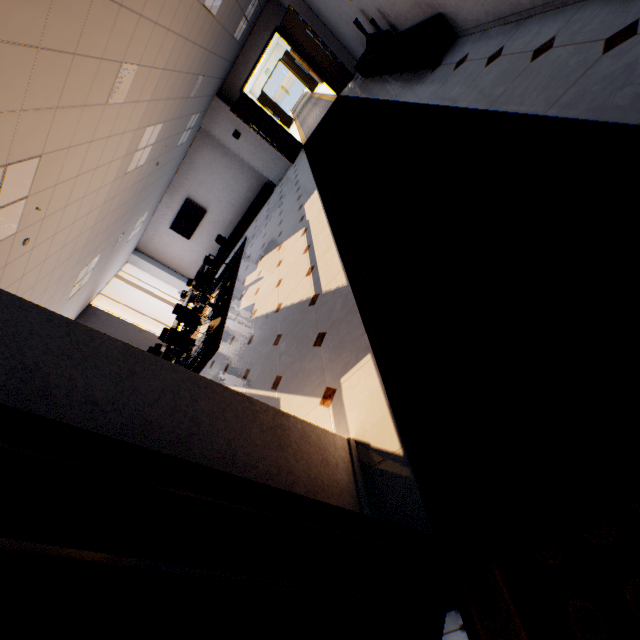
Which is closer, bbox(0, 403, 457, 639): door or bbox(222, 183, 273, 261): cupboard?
bbox(0, 403, 457, 639): door

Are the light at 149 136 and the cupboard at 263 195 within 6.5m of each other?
yes

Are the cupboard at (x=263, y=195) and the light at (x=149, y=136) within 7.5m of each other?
yes

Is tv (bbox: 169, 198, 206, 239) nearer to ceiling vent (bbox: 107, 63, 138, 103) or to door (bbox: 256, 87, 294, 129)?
ceiling vent (bbox: 107, 63, 138, 103)

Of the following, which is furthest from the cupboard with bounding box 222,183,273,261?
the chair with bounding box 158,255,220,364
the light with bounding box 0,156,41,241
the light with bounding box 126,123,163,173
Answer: the light with bounding box 0,156,41,241

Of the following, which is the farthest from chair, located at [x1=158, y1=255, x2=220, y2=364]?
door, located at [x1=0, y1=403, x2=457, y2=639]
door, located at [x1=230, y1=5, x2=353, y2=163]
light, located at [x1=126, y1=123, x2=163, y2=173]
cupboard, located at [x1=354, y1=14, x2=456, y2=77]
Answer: door, located at [x1=0, y1=403, x2=457, y2=639]

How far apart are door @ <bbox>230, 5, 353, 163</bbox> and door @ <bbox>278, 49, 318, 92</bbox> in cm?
1063

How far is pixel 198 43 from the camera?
5.6 meters
